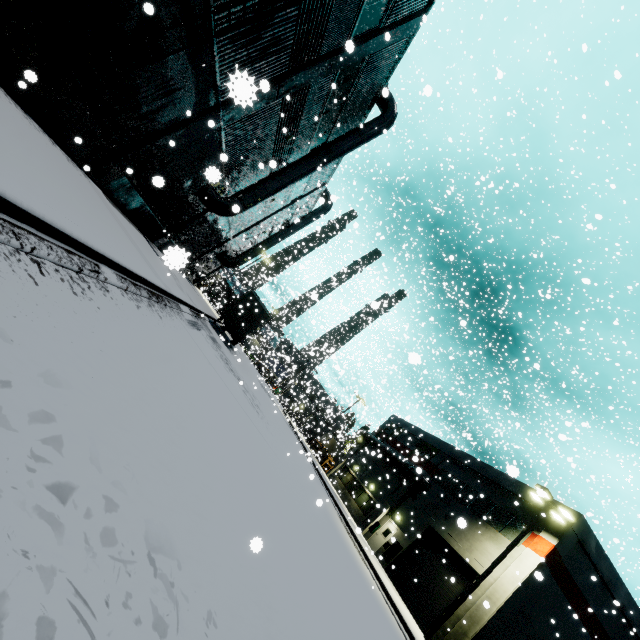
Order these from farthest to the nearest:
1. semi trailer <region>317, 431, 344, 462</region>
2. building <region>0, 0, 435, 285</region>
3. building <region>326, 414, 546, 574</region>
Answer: semi trailer <region>317, 431, 344, 462</region>
building <region>326, 414, 546, 574</region>
building <region>0, 0, 435, 285</region>

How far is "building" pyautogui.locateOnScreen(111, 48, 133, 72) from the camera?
7.6m

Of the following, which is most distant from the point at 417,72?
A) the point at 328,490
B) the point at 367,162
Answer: the point at 328,490

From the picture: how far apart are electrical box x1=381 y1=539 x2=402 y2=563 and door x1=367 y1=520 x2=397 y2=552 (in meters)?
0.05

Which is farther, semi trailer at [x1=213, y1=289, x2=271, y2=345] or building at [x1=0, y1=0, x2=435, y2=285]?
semi trailer at [x1=213, y1=289, x2=271, y2=345]

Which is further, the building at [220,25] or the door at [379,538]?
the door at [379,538]

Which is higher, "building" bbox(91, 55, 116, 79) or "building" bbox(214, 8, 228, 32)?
"building" bbox(214, 8, 228, 32)

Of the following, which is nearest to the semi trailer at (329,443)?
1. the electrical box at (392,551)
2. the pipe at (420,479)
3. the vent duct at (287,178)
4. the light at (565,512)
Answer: the pipe at (420,479)
